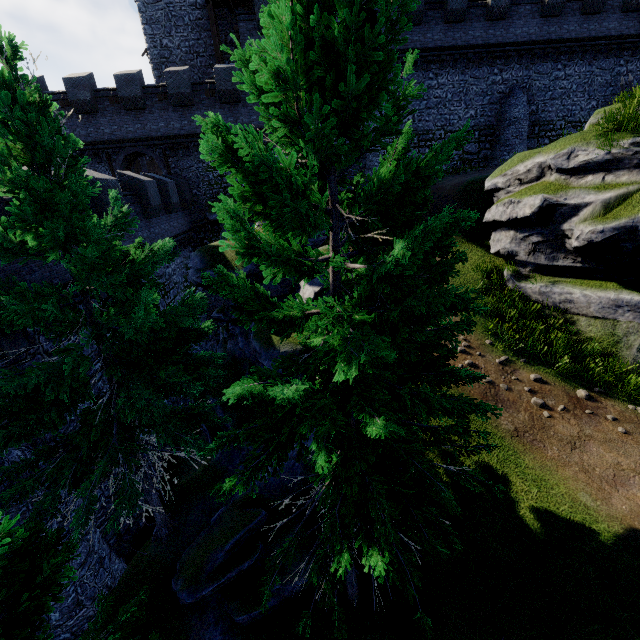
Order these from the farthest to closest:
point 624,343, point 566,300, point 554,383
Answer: point 566,300 < point 624,343 < point 554,383

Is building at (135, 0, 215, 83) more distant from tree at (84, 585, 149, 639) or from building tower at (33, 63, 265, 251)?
tree at (84, 585, 149, 639)

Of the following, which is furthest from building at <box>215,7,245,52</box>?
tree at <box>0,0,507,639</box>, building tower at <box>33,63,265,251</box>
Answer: tree at <box>0,0,507,639</box>

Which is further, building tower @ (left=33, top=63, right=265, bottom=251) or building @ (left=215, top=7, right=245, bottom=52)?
building @ (left=215, top=7, right=245, bottom=52)

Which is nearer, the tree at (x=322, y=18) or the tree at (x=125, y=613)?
the tree at (x=322, y=18)

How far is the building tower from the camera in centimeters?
1973cm

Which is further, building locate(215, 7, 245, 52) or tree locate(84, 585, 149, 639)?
building locate(215, 7, 245, 52)

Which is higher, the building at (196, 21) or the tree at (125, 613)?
the building at (196, 21)
